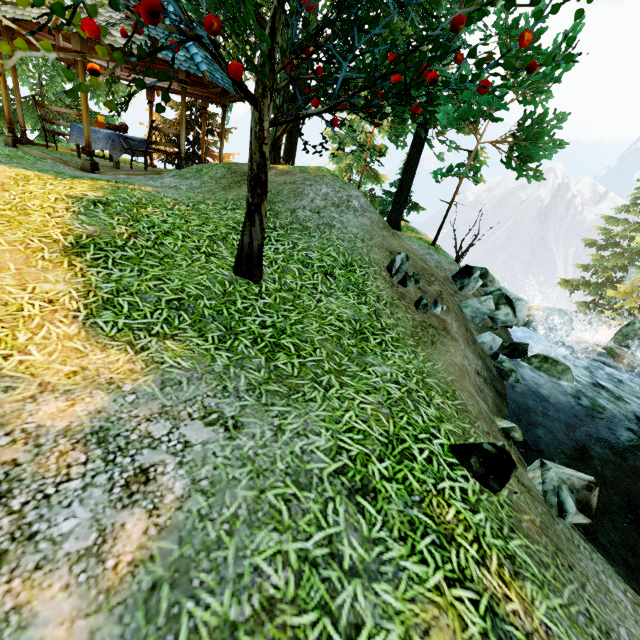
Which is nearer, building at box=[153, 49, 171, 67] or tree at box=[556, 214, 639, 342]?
building at box=[153, 49, 171, 67]

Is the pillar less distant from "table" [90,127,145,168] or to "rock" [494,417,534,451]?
"table" [90,127,145,168]

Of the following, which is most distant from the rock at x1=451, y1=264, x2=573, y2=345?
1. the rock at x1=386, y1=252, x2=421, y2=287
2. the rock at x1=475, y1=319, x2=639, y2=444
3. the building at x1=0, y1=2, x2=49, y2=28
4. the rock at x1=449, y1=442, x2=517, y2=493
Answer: the building at x1=0, y1=2, x2=49, y2=28

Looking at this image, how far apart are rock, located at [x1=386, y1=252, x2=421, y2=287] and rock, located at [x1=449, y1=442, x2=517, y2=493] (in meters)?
3.29

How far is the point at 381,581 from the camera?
2.0 meters

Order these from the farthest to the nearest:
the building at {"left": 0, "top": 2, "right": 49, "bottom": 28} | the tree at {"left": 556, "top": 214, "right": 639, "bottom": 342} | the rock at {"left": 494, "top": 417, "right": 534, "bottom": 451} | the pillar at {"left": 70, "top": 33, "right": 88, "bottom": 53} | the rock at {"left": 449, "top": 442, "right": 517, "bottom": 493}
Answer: the tree at {"left": 556, "top": 214, "right": 639, "bottom": 342}, the pillar at {"left": 70, "top": 33, "right": 88, "bottom": 53}, the building at {"left": 0, "top": 2, "right": 49, "bottom": 28}, the rock at {"left": 494, "top": 417, "right": 534, "bottom": 451}, the rock at {"left": 449, "top": 442, "right": 517, "bottom": 493}

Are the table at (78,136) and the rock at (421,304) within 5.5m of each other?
no

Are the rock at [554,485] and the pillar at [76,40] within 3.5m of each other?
no
